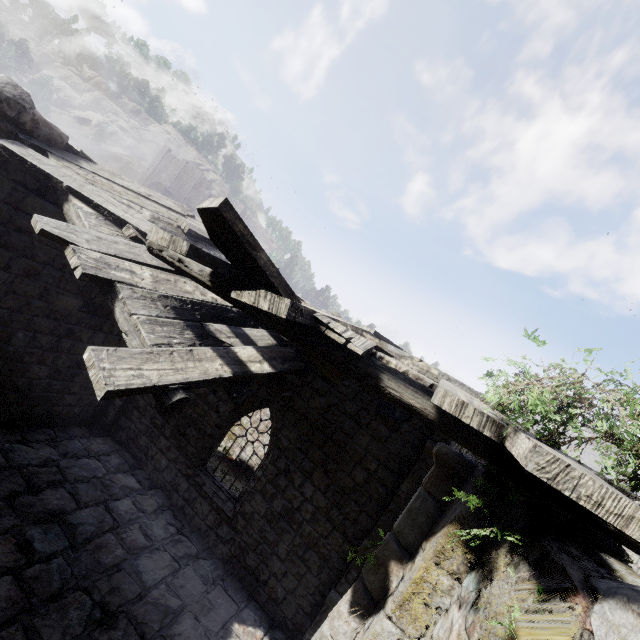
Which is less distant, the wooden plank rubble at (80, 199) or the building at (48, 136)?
the wooden plank rubble at (80, 199)

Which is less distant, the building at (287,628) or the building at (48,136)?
the building at (287,628)

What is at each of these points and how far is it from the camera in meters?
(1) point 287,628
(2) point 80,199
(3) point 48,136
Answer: (1) building, 8.1
(2) wooden plank rubble, 5.2
(3) building, 5.8

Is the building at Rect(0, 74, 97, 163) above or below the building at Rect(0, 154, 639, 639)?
above

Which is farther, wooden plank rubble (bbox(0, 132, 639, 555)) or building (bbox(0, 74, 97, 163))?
building (bbox(0, 74, 97, 163))

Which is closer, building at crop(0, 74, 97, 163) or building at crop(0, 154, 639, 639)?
building at crop(0, 154, 639, 639)
